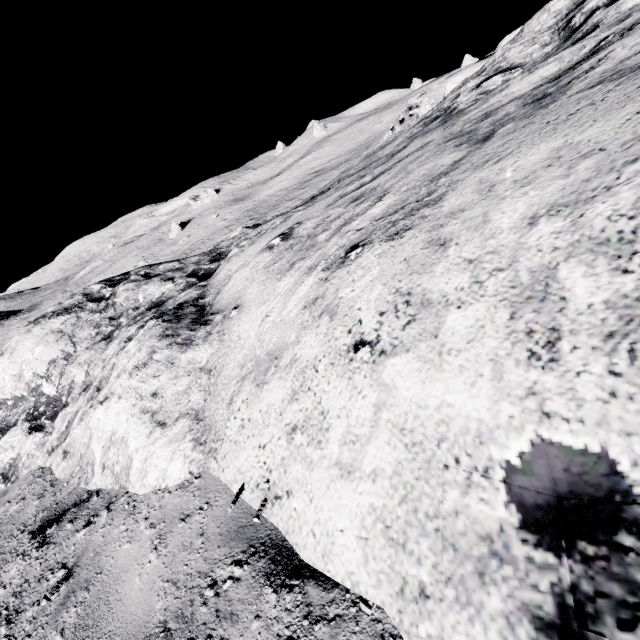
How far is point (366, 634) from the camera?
1.55m
